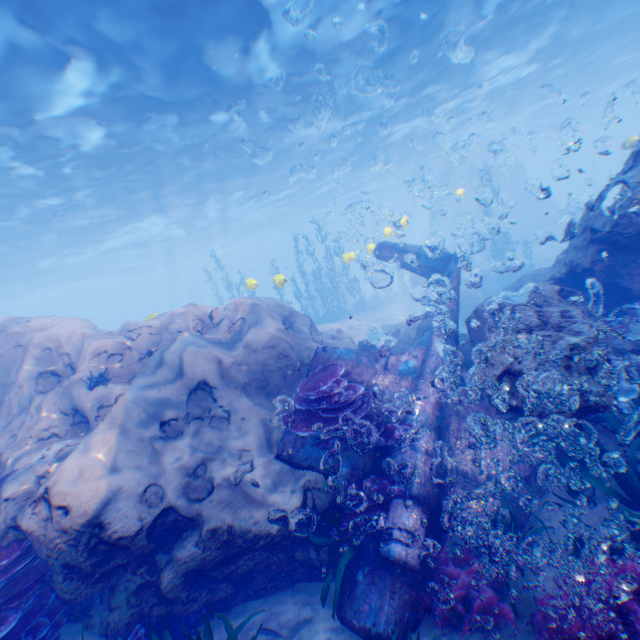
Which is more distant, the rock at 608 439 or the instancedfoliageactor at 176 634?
the rock at 608 439

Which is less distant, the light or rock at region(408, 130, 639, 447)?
rock at region(408, 130, 639, 447)

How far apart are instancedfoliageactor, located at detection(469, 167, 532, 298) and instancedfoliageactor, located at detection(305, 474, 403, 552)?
23.50m

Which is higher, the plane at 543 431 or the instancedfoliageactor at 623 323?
the instancedfoliageactor at 623 323

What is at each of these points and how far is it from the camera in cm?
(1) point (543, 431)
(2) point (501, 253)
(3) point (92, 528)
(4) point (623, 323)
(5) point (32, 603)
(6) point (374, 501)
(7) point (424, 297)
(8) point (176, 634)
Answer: (1) plane, 608
(2) instancedfoliageactor, 2481
(3) rock, 474
(4) instancedfoliageactor, 639
(5) instancedfoliageactor, 489
(6) instancedfoliageactor, 518
(7) rock, 2338
(8) instancedfoliageactor, 517

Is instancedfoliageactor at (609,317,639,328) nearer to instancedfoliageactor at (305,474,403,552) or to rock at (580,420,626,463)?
rock at (580,420,626,463)

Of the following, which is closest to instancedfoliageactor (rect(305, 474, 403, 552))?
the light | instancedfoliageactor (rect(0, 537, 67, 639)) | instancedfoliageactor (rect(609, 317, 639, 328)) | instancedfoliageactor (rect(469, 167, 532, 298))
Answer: instancedfoliageactor (rect(0, 537, 67, 639))

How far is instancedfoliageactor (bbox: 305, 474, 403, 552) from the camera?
5.0m
